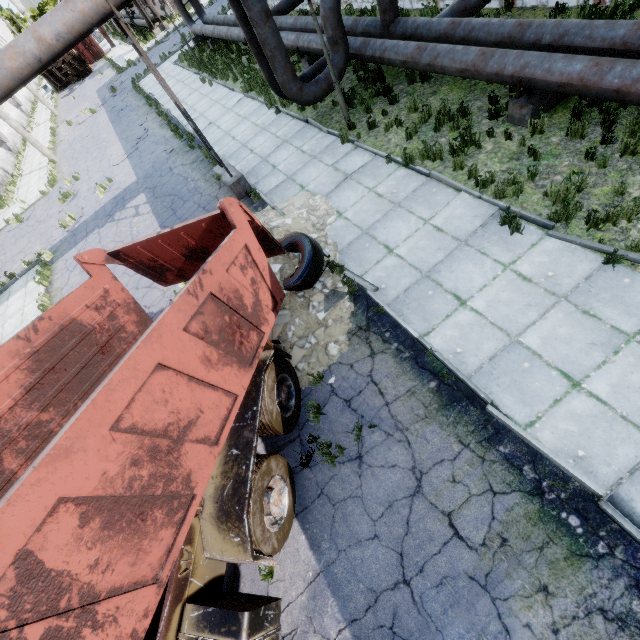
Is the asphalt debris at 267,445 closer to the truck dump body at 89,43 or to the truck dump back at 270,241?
the truck dump back at 270,241

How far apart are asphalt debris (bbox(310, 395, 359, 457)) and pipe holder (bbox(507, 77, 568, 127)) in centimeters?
728cm

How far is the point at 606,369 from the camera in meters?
4.4 m

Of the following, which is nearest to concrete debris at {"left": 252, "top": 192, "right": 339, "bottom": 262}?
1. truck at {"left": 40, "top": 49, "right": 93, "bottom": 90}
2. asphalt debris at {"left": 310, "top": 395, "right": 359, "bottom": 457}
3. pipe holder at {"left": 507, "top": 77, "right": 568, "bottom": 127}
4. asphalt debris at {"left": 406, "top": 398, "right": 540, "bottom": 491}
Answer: asphalt debris at {"left": 310, "top": 395, "right": 359, "bottom": 457}

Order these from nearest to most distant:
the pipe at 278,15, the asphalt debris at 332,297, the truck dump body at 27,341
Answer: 1. the truck dump body at 27,341
2. the asphalt debris at 332,297
3. the pipe at 278,15

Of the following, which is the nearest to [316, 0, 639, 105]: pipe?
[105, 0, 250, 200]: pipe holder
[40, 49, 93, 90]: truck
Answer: [105, 0, 250, 200]: pipe holder

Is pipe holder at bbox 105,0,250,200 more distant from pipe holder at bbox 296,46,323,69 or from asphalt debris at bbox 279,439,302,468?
pipe holder at bbox 296,46,323,69

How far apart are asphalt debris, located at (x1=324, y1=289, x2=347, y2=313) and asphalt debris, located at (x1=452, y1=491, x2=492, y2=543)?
1.98m
